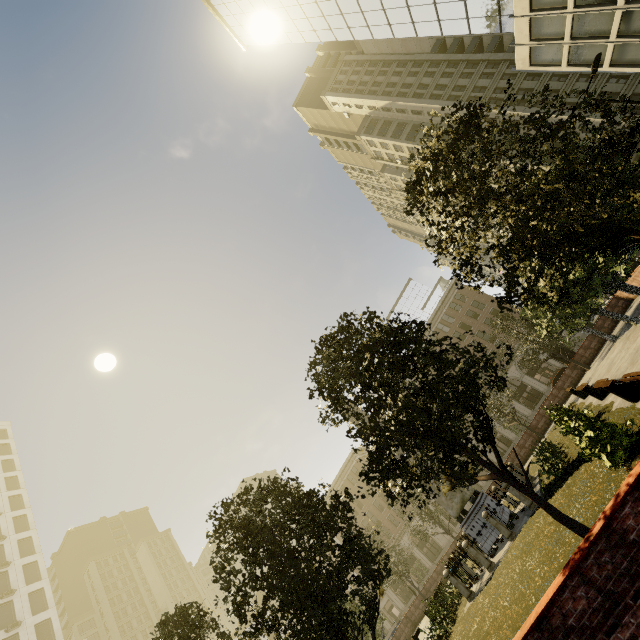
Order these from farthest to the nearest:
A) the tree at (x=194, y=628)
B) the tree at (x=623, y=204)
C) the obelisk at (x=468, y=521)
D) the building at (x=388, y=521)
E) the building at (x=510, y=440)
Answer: the building at (x=388, y=521)
the building at (x=510, y=440)
the obelisk at (x=468, y=521)
the tree at (x=194, y=628)
the tree at (x=623, y=204)

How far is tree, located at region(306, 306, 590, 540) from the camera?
6.72m

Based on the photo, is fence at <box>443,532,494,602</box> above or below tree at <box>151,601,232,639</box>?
below

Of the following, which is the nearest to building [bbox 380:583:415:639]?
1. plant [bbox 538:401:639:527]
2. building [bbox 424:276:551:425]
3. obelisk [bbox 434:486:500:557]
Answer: building [bbox 424:276:551:425]

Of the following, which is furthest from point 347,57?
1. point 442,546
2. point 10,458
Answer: point 10,458

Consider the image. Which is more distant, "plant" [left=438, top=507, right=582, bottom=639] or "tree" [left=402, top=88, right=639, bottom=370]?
"plant" [left=438, top=507, right=582, bottom=639]

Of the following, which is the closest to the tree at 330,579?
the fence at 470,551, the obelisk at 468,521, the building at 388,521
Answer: the fence at 470,551

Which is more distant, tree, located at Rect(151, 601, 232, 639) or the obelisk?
the obelisk
